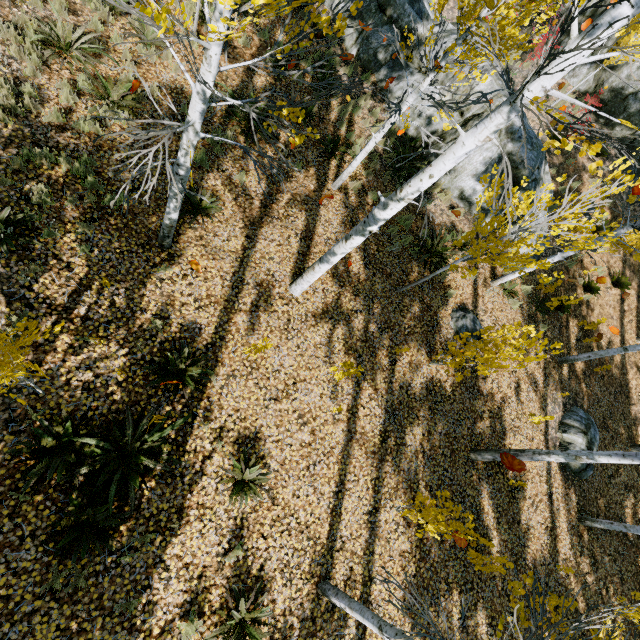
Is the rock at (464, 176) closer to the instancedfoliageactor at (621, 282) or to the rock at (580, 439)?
the instancedfoliageactor at (621, 282)

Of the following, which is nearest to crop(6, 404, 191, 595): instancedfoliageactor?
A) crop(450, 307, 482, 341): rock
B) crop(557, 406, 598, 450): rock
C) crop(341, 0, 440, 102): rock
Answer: crop(341, 0, 440, 102): rock

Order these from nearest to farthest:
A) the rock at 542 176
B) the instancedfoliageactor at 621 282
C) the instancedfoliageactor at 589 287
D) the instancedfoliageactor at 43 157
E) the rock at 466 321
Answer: the instancedfoliageactor at 43 157
the rock at 466 321
the rock at 542 176
the instancedfoliageactor at 589 287
the instancedfoliageactor at 621 282

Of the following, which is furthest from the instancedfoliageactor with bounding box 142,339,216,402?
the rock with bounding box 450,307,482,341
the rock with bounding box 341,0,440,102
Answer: the rock with bounding box 450,307,482,341

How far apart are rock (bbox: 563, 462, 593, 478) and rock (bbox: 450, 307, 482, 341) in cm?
349

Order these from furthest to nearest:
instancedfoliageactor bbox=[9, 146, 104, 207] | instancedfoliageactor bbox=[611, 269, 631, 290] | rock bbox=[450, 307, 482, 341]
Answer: instancedfoliageactor bbox=[611, 269, 631, 290]
rock bbox=[450, 307, 482, 341]
instancedfoliageactor bbox=[9, 146, 104, 207]

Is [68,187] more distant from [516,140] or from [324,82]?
[516,140]

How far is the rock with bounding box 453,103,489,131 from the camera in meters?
9.7
